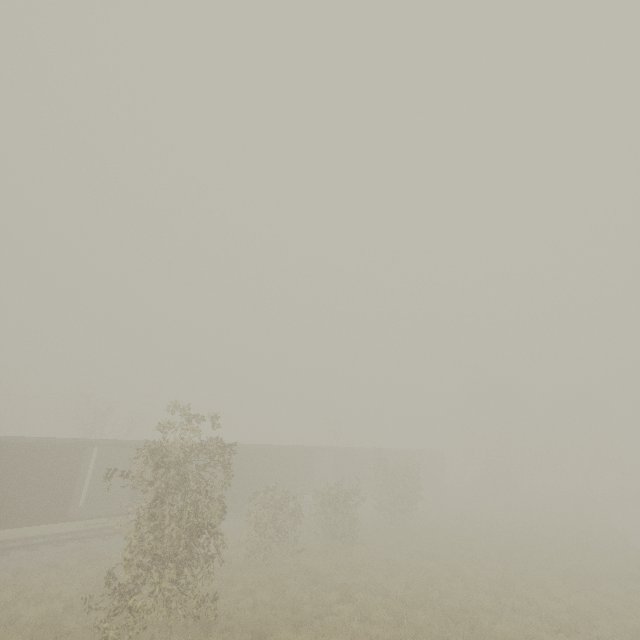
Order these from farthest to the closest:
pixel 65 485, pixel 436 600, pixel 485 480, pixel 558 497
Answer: pixel 558 497 → pixel 485 480 → pixel 65 485 → pixel 436 600

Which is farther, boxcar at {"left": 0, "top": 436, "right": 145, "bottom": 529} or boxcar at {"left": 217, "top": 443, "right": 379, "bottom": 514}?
boxcar at {"left": 217, "top": 443, "right": 379, "bottom": 514}

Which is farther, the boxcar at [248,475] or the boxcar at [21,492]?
the boxcar at [248,475]

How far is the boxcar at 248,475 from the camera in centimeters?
2337cm

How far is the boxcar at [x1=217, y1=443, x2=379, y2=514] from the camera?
23.4m
